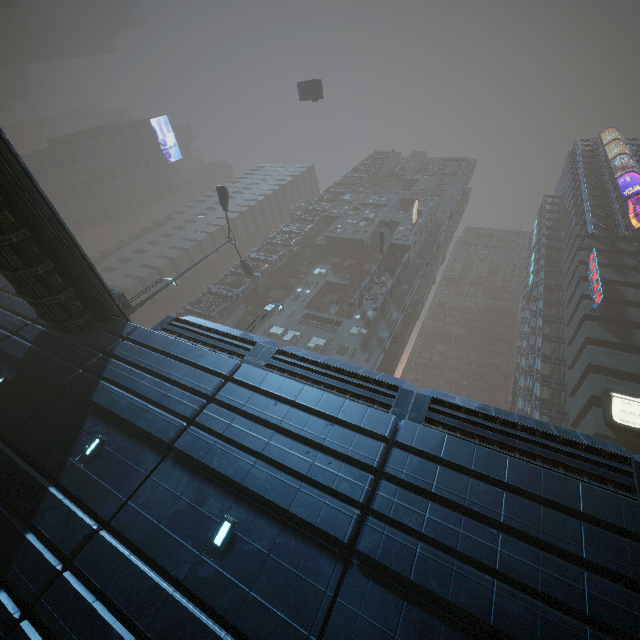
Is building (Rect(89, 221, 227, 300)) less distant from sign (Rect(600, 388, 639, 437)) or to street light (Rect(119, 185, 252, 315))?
sign (Rect(600, 388, 639, 437))

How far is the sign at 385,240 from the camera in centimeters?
3683cm

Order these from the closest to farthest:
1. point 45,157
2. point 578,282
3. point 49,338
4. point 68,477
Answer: point 68,477
point 49,338
point 578,282
point 45,157

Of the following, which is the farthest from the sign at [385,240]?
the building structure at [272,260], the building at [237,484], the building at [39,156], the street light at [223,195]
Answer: the building at [39,156]

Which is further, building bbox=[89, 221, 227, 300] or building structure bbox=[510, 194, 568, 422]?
building bbox=[89, 221, 227, 300]

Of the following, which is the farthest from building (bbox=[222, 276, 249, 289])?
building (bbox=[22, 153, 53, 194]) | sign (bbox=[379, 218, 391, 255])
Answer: building (bbox=[22, 153, 53, 194])

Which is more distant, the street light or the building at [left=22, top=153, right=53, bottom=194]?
the building at [left=22, top=153, right=53, bottom=194]

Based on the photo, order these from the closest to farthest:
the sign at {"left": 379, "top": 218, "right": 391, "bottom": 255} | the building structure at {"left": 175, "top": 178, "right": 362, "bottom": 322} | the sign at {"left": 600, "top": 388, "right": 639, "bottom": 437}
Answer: the sign at {"left": 600, "top": 388, "right": 639, "bottom": 437}, the building structure at {"left": 175, "top": 178, "right": 362, "bottom": 322}, the sign at {"left": 379, "top": 218, "right": 391, "bottom": 255}
